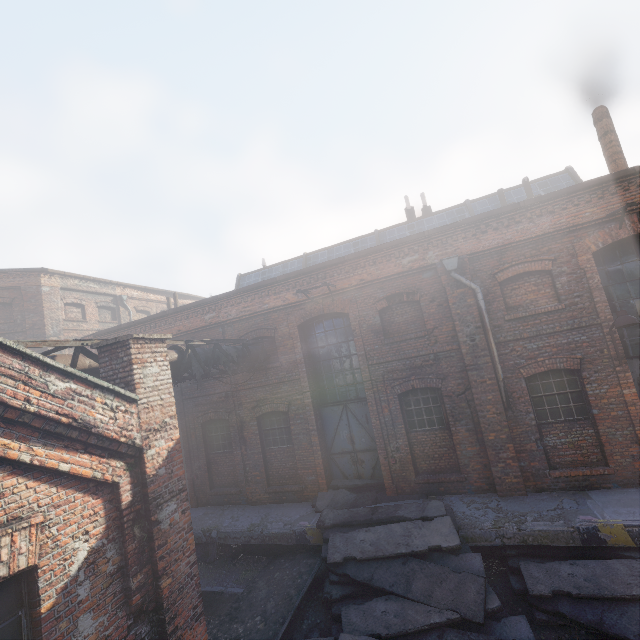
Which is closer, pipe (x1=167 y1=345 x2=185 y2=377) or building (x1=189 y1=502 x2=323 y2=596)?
pipe (x1=167 y1=345 x2=185 y2=377)

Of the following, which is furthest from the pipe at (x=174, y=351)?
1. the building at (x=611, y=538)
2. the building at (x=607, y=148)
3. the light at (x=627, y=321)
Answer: the building at (x=607, y=148)

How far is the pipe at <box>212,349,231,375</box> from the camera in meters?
8.9

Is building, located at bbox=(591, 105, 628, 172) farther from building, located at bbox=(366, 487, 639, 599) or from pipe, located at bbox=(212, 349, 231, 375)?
pipe, located at bbox=(212, 349, 231, 375)

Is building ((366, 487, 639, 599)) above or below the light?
below

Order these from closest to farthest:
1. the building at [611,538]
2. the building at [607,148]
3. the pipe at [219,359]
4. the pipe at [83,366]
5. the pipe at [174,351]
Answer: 1. the pipe at [83,366]
2. the building at [611,538]
3. the pipe at [174,351]
4. the pipe at [219,359]
5. the building at [607,148]

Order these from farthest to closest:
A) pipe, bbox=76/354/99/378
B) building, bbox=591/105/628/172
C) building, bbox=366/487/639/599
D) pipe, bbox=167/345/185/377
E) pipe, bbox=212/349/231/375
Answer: building, bbox=591/105/628/172 → pipe, bbox=212/349/231/375 → pipe, bbox=167/345/185/377 → building, bbox=366/487/639/599 → pipe, bbox=76/354/99/378

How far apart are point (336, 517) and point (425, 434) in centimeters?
343cm
